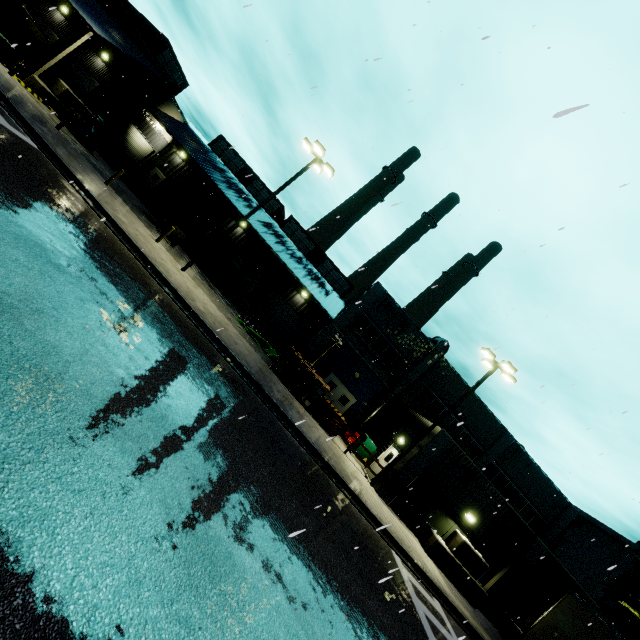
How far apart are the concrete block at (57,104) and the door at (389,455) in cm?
3145

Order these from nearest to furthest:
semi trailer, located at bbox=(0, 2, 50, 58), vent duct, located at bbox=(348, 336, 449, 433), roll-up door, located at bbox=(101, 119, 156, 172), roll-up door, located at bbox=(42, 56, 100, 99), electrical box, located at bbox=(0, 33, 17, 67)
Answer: electrical box, located at bbox=(0, 33, 17, 67)
semi trailer, located at bbox=(0, 2, 50, 58)
vent duct, located at bbox=(348, 336, 449, 433)
roll-up door, located at bbox=(42, 56, 100, 99)
roll-up door, located at bbox=(101, 119, 156, 172)

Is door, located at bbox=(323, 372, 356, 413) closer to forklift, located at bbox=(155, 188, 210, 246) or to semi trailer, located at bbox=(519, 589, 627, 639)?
semi trailer, located at bbox=(519, 589, 627, 639)

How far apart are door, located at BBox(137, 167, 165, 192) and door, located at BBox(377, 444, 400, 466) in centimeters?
3239cm

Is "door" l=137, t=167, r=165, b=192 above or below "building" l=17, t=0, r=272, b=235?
below

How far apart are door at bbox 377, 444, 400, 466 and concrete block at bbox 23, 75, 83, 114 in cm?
3145

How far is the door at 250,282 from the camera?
32.5m

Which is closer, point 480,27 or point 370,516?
point 480,27
